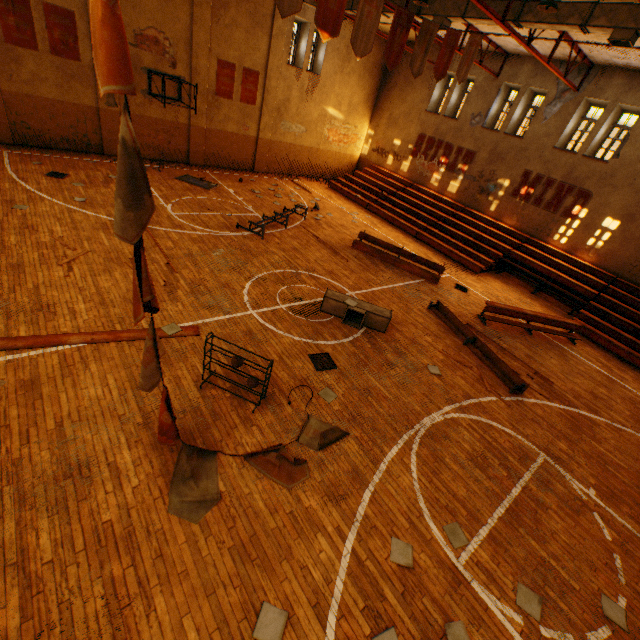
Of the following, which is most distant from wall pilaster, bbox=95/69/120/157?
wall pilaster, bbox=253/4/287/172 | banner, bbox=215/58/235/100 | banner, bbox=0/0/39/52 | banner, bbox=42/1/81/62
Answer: wall pilaster, bbox=253/4/287/172

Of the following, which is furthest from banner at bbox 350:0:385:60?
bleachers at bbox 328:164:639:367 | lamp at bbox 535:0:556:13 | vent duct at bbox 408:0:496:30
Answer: bleachers at bbox 328:164:639:367

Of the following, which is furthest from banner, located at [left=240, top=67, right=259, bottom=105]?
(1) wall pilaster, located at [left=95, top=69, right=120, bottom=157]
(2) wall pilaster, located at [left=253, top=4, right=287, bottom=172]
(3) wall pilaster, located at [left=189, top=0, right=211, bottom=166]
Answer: (1) wall pilaster, located at [left=95, top=69, right=120, bottom=157]

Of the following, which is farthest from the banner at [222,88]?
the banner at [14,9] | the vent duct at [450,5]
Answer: the banner at [14,9]

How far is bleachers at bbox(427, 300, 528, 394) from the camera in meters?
8.7 m

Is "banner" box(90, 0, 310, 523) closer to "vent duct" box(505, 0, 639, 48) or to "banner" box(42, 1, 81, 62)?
"vent duct" box(505, 0, 639, 48)

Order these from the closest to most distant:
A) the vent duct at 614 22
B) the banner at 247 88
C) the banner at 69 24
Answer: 1. the vent duct at 614 22
2. the banner at 69 24
3. the banner at 247 88

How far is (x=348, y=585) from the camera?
4.2m
